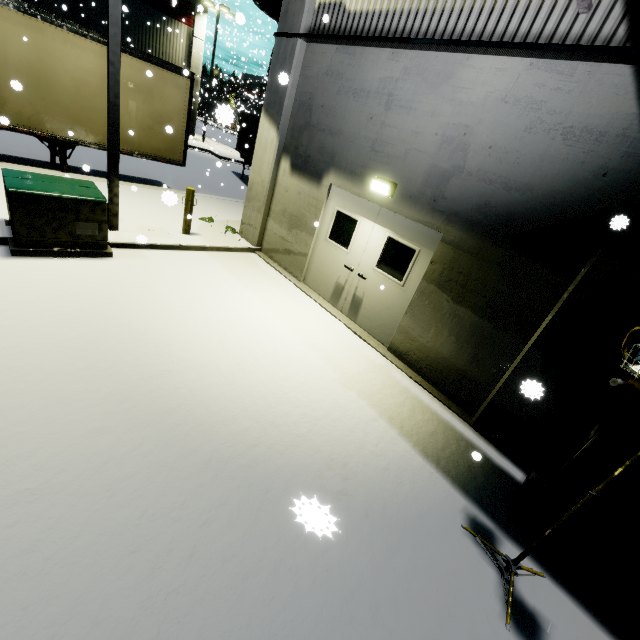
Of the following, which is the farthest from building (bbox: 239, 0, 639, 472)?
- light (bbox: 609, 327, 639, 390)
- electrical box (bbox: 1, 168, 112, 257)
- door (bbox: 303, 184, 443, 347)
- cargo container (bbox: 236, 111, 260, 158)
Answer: electrical box (bbox: 1, 168, 112, 257)

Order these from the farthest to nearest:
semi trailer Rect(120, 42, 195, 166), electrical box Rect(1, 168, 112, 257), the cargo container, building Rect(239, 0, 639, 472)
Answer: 1. the cargo container
2. semi trailer Rect(120, 42, 195, 166)
3. electrical box Rect(1, 168, 112, 257)
4. building Rect(239, 0, 639, 472)

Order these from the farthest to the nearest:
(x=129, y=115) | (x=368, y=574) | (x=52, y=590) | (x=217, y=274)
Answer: (x=129, y=115), (x=217, y=274), (x=368, y=574), (x=52, y=590)

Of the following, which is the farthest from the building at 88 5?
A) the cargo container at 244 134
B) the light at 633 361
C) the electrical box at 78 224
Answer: the electrical box at 78 224

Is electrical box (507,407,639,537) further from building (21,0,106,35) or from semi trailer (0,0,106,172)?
semi trailer (0,0,106,172)

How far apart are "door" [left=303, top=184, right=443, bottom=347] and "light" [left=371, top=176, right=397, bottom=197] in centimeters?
16cm

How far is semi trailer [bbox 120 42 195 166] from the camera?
9.3m

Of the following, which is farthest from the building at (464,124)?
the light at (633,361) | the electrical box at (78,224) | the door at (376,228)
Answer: the electrical box at (78,224)
